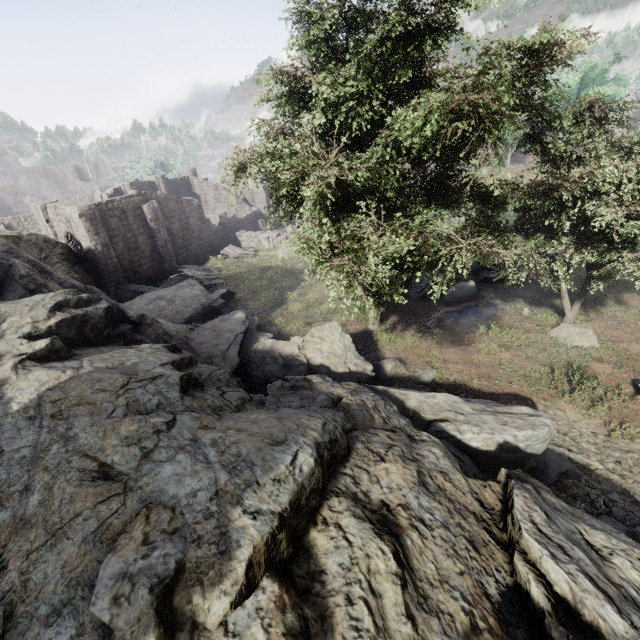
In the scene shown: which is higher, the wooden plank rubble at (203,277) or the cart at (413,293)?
the cart at (413,293)

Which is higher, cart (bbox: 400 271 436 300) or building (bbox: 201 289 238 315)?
cart (bbox: 400 271 436 300)

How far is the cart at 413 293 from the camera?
18.8m

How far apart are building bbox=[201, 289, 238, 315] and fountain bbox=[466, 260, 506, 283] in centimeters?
1493cm

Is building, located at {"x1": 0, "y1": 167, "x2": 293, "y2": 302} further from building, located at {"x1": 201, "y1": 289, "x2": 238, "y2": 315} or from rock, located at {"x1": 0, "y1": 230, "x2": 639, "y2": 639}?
building, located at {"x1": 201, "y1": 289, "x2": 238, "y2": 315}

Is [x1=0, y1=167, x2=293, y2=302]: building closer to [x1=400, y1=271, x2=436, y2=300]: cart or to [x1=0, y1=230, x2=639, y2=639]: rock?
[x1=0, y1=230, x2=639, y2=639]: rock

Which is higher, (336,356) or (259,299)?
(336,356)

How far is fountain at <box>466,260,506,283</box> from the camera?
19.3 meters
